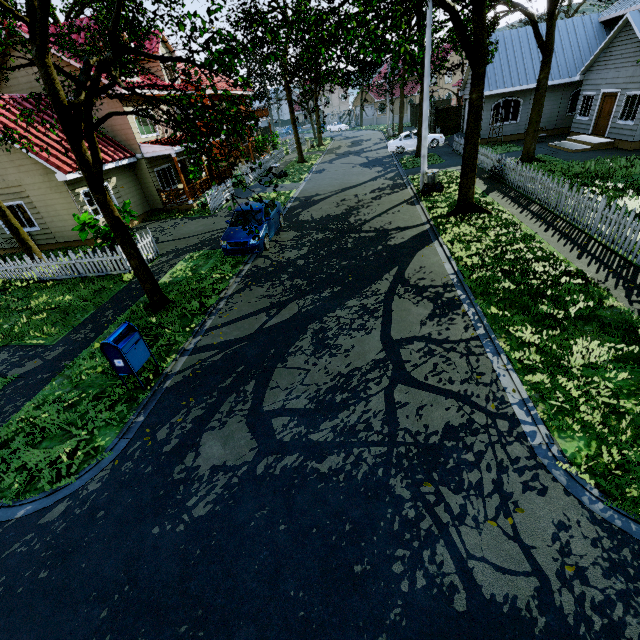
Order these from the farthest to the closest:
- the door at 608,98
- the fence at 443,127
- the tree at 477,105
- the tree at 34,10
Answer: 1. the fence at 443,127
2. the door at 608,98
3. the tree at 477,105
4. the tree at 34,10

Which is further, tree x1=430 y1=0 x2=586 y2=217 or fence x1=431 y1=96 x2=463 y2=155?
fence x1=431 y1=96 x2=463 y2=155

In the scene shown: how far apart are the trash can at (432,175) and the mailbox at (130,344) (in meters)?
14.56

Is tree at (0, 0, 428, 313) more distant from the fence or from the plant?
the plant

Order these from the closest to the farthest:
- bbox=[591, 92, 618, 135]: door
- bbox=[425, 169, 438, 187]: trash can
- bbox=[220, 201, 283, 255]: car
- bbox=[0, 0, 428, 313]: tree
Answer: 1. bbox=[0, 0, 428, 313]: tree
2. bbox=[220, 201, 283, 255]: car
3. bbox=[425, 169, 438, 187]: trash can
4. bbox=[591, 92, 618, 135]: door

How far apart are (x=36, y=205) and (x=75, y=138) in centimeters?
1165cm

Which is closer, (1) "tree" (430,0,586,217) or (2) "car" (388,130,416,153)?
(1) "tree" (430,0,586,217)

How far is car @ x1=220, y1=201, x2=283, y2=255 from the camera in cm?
1188
